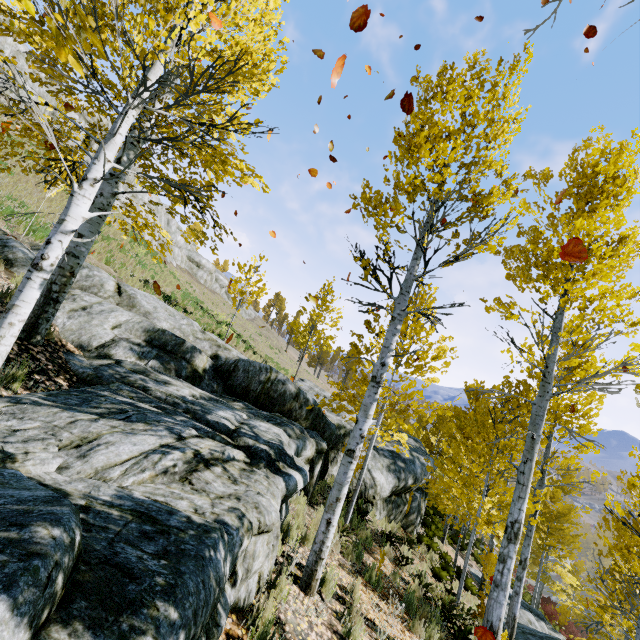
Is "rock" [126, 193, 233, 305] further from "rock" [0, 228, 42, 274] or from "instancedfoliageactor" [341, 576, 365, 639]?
"rock" [0, 228, 42, 274]

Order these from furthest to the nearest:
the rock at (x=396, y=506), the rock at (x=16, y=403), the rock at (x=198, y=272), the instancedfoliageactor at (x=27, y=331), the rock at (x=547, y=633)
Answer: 1. the rock at (x=198, y=272)
2. the rock at (x=547, y=633)
3. the rock at (x=396, y=506)
4. the instancedfoliageactor at (x=27, y=331)
5. the rock at (x=16, y=403)

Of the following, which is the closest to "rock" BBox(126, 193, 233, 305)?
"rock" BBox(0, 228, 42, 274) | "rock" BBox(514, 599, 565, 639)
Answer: "rock" BBox(0, 228, 42, 274)

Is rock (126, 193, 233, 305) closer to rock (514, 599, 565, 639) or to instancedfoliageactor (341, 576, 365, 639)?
instancedfoliageactor (341, 576, 365, 639)

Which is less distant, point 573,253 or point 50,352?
point 573,253

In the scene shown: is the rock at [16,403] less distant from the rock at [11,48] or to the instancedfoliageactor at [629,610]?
the instancedfoliageactor at [629,610]

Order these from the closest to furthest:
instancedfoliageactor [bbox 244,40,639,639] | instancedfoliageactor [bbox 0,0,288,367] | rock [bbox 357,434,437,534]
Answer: instancedfoliageactor [bbox 0,0,288,367], instancedfoliageactor [bbox 244,40,639,639], rock [bbox 357,434,437,534]

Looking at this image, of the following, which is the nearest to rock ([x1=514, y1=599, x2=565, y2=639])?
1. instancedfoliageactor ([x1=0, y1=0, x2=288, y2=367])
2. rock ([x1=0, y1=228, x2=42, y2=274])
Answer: instancedfoliageactor ([x1=0, y1=0, x2=288, y2=367])
